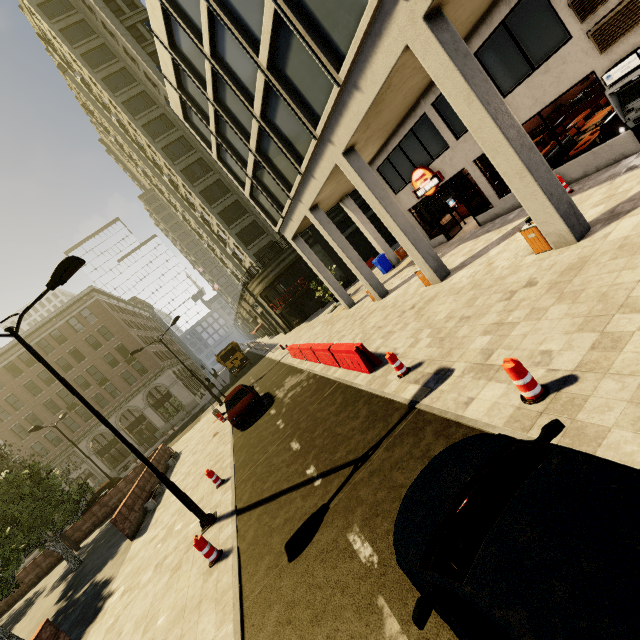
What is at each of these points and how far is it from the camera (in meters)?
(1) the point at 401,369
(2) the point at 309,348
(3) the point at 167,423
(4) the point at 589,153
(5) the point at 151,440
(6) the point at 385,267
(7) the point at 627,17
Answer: (1) plastic barricade, 8.16
(2) cement barricade, 15.12
(3) building, 41.31
(4) building, 10.11
(5) phone booth, 40.38
(6) trash bin, 22.48
(7) air conditioner, 7.51

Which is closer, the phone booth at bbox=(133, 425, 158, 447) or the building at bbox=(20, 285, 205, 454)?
the building at bbox=(20, 285, 205, 454)

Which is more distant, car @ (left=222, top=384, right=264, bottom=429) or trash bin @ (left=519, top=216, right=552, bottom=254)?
car @ (left=222, top=384, right=264, bottom=429)

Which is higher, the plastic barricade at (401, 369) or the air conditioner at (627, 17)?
the air conditioner at (627, 17)

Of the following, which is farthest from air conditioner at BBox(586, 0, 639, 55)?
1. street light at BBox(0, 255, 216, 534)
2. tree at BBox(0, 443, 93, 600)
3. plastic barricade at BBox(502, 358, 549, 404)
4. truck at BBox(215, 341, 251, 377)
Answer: truck at BBox(215, 341, 251, 377)

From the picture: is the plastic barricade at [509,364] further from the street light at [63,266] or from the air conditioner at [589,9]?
the air conditioner at [589,9]

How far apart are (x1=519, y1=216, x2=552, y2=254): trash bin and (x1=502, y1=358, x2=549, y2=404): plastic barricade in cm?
500

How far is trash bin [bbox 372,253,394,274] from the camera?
22.38m
